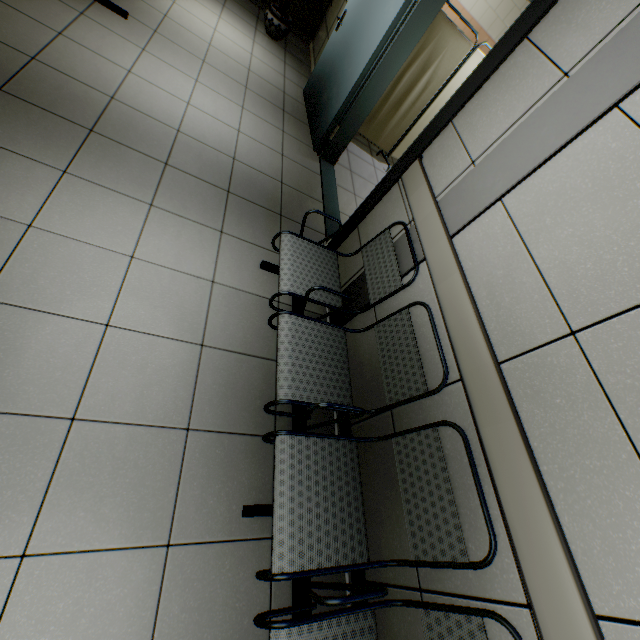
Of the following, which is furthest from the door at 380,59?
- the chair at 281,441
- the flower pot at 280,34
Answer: the flower pot at 280,34

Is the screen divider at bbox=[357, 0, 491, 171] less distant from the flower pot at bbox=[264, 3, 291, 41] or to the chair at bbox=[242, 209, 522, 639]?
the flower pot at bbox=[264, 3, 291, 41]

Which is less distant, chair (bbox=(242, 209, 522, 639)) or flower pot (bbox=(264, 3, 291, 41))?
chair (bbox=(242, 209, 522, 639))

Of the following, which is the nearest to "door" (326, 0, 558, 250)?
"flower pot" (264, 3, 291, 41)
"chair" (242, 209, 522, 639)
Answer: "chair" (242, 209, 522, 639)

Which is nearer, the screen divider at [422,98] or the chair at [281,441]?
the chair at [281,441]

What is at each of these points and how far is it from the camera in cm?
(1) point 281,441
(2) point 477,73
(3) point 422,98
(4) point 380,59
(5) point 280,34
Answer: (1) chair, 145
(2) door, 191
(3) screen divider, 426
(4) door, 316
(5) flower pot, 496

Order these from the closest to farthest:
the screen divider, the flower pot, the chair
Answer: the chair
the screen divider
the flower pot

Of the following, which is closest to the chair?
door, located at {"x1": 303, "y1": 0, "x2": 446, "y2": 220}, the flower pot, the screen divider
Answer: door, located at {"x1": 303, "y1": 0, "x2": 446, "y2": 220}
